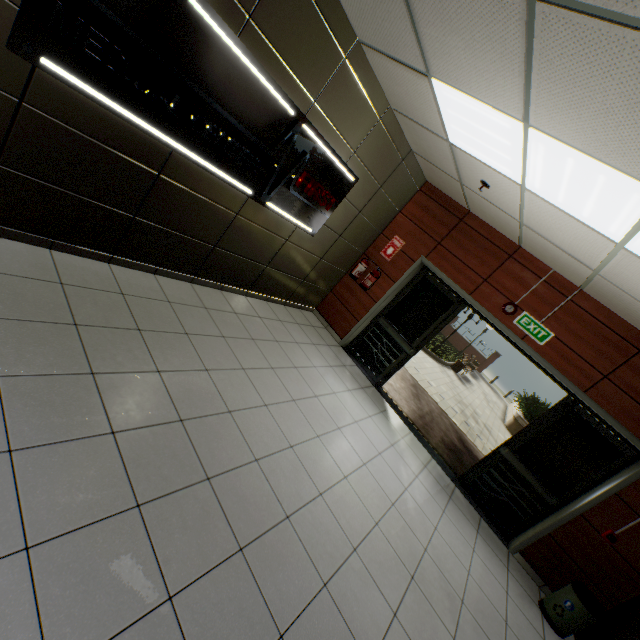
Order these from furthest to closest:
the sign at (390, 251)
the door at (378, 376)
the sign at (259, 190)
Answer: the sign at (390, 251) → the door at (378, 376) → the sign at (259, 190)

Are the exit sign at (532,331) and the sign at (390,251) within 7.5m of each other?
yes

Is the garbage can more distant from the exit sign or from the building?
the exit sign

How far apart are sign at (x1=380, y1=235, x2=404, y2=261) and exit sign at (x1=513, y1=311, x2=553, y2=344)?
2.2 meters

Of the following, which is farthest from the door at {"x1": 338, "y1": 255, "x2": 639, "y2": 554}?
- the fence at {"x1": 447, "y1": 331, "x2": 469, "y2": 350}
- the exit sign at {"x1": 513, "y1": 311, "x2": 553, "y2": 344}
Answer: the fence at {"x1": 447, "y1": 331, "x2": 469, "y2": 350}

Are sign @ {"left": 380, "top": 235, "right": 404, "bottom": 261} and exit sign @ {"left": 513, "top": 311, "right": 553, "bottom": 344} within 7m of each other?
yes

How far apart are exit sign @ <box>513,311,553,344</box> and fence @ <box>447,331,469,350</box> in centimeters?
2389cm

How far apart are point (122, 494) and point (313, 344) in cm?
381
